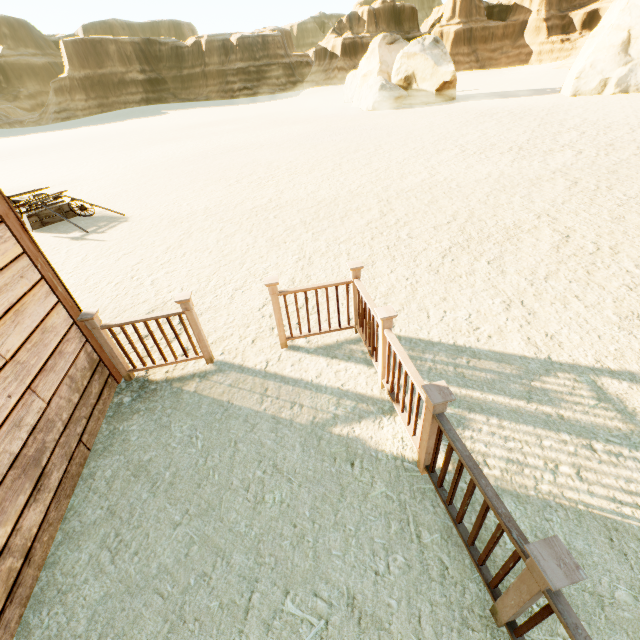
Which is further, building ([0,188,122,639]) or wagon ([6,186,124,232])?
wagon ([6,186,124,232])

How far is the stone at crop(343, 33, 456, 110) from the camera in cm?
2708

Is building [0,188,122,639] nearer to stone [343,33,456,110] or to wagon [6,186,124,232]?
wagon [6,186,124,232]

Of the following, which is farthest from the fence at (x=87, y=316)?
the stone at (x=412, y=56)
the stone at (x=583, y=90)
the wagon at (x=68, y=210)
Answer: the stone at (x=412, y=56)

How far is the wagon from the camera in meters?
9.2

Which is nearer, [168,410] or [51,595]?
[51,595]

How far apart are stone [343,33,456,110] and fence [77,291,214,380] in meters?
32.7

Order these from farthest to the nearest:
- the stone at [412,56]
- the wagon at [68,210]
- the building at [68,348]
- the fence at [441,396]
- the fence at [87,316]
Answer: the stone at [412,56]
the wagon at [68,210]
the fence at [87,316]
the building at [68,348]
the fence at [441,396]
